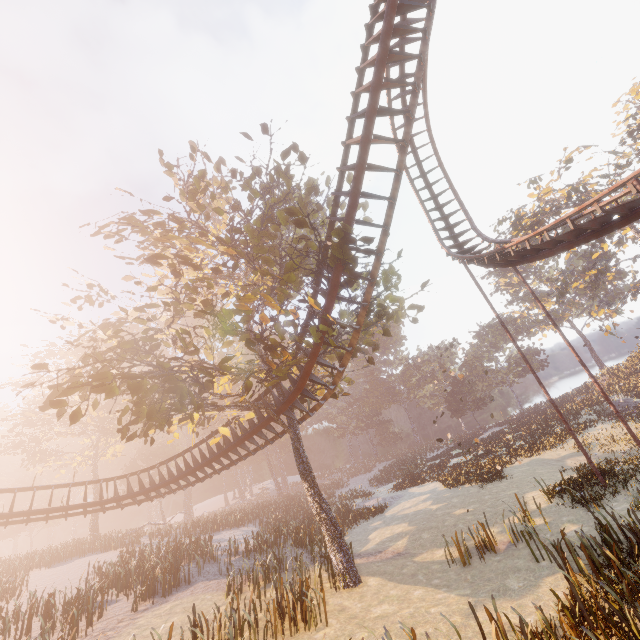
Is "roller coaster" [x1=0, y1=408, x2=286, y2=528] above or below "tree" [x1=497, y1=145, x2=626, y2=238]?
below

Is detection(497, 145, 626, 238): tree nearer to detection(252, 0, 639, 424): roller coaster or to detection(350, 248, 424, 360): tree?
detection(252, 0, 639, 424): roller coaster

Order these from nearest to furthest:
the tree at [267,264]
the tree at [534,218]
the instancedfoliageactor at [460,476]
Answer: the tree at [267,264]
the instancedfoliageactor at [460,476]
the tree at [534,218]

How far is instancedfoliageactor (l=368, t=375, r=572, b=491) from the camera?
23.5m

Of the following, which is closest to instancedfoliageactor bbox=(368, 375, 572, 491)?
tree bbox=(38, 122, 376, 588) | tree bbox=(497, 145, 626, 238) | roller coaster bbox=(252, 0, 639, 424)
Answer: tree bbox=(38, 122, 376, 588)

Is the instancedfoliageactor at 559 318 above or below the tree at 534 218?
below

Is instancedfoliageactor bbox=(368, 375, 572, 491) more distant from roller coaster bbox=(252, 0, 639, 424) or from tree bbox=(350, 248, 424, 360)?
roller coaster bbox=(252, 0, 639, 424)

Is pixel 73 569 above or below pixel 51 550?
below
